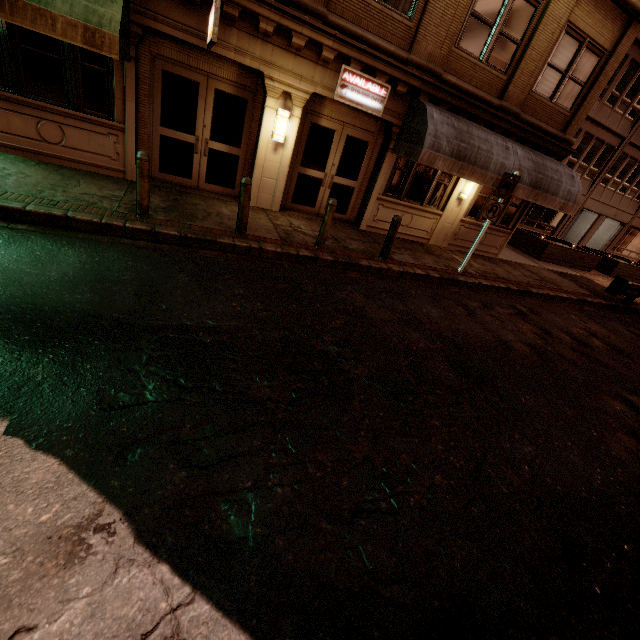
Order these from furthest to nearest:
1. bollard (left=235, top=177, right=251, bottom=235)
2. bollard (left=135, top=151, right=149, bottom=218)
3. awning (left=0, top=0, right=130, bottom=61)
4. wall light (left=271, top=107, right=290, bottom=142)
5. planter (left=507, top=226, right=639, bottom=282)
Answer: planter (left=507, top=226, right=639, bottom=282), wall light (left=271, top=107, right=290, bottom=142), bollard (left=235, top=177, right=251, bottom=235), bollard (left=135, top=151, right=149, bottom=218), awning (left=0, top=0, right=130, bottom=61)

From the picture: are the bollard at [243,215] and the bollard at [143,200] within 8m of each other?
yes

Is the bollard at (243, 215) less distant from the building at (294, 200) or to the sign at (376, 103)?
the building at (294, 200)

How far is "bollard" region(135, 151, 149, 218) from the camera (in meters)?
5.96

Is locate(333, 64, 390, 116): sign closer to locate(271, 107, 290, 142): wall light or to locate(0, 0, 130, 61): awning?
locate(271, 107, 290, 142): wall light

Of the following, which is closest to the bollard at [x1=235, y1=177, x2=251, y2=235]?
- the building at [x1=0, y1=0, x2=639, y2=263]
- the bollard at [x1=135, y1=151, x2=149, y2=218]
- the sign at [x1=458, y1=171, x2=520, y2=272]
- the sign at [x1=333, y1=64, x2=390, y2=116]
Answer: the bollard at [x1=135, y1=151, x2=149, y2=218]

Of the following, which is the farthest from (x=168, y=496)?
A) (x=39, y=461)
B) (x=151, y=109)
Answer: (x=151, y=109)

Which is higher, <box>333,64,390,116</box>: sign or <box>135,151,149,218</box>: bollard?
<box>333,64,390,116</box>: sign
